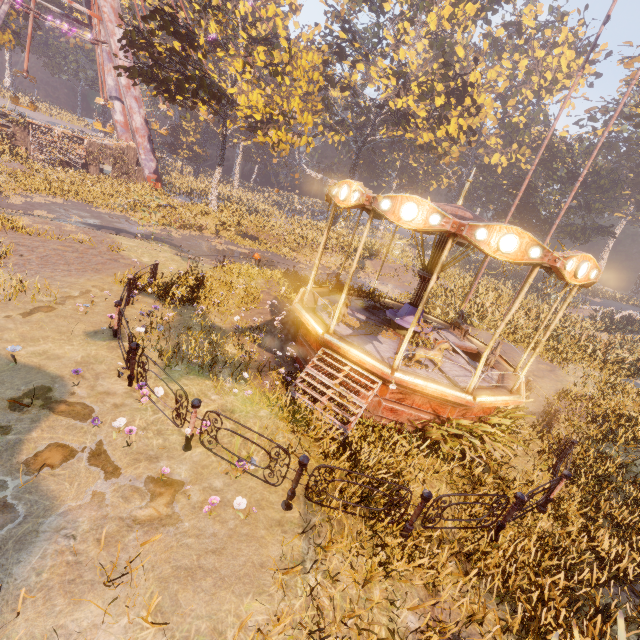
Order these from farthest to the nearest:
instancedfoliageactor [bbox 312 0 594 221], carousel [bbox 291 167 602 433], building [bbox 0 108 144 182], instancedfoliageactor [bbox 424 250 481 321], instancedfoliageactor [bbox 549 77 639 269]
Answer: instancedfoliageactor [bbox 549 77 639 269]
instancedfoliageactor [bbox 312 0 594 221]
building [bbox 0 108 144 182]
instancedfoliageactor [bbox 424 250 481 321]
carousel [bbox 291 167 602 433]

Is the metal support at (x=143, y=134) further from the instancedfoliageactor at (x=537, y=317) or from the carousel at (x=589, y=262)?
the carousel at (x=589, y=262)

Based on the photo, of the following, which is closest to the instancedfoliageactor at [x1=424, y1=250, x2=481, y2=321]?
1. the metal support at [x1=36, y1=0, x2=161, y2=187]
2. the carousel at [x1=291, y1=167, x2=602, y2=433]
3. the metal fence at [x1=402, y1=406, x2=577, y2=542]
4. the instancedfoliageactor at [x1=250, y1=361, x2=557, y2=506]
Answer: the carousel at [x1=291, y1=167, x2=602, y2=433]

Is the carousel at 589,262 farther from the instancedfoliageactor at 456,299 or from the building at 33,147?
the building at 33,147

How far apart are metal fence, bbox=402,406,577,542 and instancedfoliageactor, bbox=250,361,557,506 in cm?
153

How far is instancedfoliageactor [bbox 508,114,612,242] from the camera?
38.81m

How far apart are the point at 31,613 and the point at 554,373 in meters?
16.4
